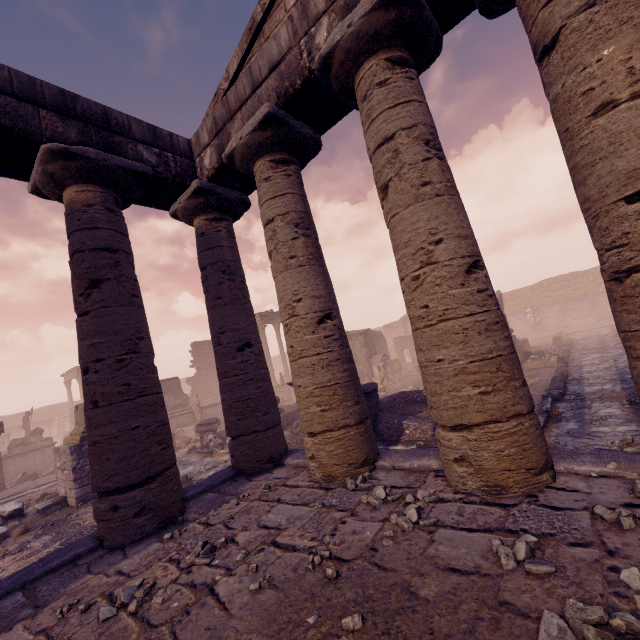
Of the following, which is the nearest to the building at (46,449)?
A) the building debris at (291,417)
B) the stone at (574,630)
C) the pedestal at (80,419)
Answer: the pedestal at (80,419)

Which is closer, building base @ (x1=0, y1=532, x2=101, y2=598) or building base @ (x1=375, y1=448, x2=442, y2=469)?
building base @ (x1=0, y1=532, x2=101, y2=598)

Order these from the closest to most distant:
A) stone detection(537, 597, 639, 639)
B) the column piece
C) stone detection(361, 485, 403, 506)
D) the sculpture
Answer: stone detection(537, 597, 639, 639), stone detection(361, 485, 403, 506), the sculpture, the column piece

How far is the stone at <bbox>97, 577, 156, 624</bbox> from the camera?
2.72m

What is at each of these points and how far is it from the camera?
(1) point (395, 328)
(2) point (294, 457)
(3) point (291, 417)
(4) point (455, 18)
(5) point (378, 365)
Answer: (1) wall arch, 40.94m
(2) building base, 5.82m
(3) building debris, 13.89m
(4) entablature, 4.07m
(5) altar, 21.61m

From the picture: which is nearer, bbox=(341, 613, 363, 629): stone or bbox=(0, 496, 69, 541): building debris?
bbox=(341, 613, 363, 629): stone

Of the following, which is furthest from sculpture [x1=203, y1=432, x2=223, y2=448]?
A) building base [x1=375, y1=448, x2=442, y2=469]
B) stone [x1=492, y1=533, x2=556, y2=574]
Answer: stone [x1=492, y1=533, x2=556, y2=574]

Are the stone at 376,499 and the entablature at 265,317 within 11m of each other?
no
